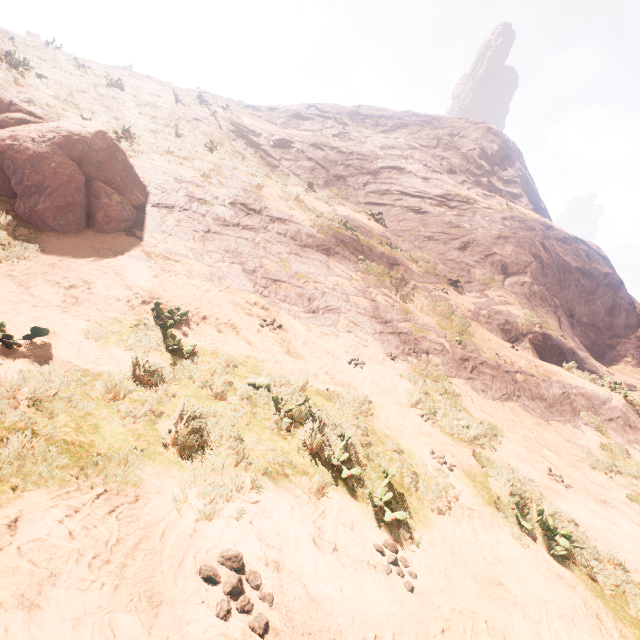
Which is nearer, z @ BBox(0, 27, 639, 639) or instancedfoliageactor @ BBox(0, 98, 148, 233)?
z @ BBox(0, 27, 639, 639)

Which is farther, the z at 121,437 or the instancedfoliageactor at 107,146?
the instancedfoliageactor at 107,146

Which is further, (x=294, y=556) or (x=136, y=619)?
(x=294, y=556)
